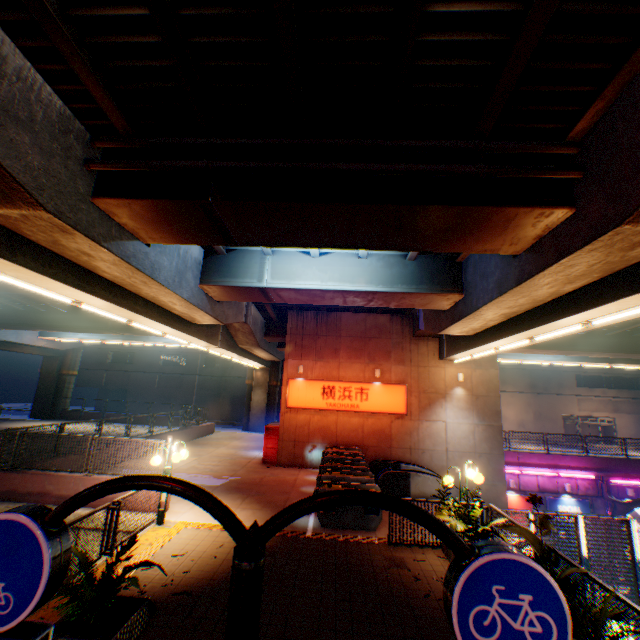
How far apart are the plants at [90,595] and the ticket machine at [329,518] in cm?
532

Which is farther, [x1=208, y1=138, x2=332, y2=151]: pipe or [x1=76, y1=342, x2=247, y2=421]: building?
[x1=76, y1=342, x2=247, y2=421]: building

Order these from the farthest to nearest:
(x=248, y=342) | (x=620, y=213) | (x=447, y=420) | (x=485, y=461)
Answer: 1. (x=248, y=342)
2. (x=447, y=420)
3. (x=485, y=461)
4. (x=620, y=213)

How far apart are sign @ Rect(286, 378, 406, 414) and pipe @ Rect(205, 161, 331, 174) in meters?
13.4 m

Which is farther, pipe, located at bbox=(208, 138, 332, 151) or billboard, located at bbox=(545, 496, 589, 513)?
billboard, located at bbox=(545, 496, 589, 513)

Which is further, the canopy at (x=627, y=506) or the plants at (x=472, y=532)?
the canopy at (x=627, y=506)

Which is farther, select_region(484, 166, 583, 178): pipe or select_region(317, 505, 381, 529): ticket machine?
select_region(317, 505, 381, 529): ticket machine

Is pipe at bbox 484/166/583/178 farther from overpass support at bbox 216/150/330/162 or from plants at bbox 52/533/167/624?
plants at bbox 52/533/167/624
